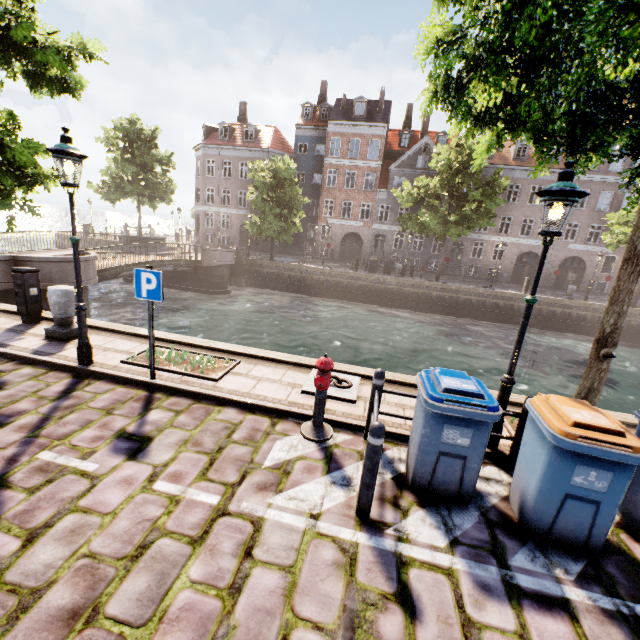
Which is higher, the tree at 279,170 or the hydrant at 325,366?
the tree at 279,170

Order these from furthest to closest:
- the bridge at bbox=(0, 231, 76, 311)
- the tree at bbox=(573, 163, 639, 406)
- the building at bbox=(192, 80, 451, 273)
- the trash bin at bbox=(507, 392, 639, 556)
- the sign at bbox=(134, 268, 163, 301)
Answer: the building at bbox=(192, 80, 451, 273)
the bridge at bbox=(0, 231, 76, 311)
the sign at bbox=(134, 268, 163, 301)
the tree at bbox=(573, 163, 639, 406)
the trash bin at bbox=(507, 392, 639, 556)

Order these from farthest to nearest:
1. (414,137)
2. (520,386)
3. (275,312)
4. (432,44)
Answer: (414,137) → (275,312) → (520,386) → (432,44)

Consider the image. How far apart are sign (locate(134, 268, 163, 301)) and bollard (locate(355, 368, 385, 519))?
3.83m

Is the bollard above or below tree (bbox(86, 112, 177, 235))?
below

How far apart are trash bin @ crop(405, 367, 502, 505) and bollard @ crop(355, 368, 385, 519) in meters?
0.6

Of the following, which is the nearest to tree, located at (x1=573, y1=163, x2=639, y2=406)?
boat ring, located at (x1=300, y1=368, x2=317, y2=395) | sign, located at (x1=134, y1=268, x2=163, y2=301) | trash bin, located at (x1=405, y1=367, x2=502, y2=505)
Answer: trash bin, located at (x1=405, y1=367, x2=502, y2=505)

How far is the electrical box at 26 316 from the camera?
7.24m
